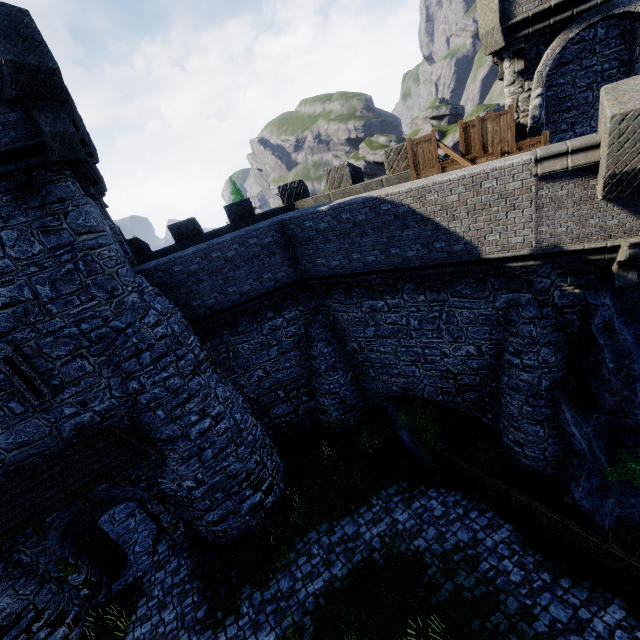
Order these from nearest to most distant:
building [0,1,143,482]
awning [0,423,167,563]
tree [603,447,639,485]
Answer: tree [603,447,639,485] < building [0,1,143,482] < awning [0,423,167,563]

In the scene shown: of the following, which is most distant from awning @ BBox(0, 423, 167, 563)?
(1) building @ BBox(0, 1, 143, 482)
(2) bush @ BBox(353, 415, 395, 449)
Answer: (2) bush @ BBox(353, 415, 395, 449)

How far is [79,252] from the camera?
9.24m

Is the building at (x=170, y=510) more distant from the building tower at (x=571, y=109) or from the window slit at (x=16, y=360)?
the building tower at (x=571, y=109)

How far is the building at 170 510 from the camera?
11.2m

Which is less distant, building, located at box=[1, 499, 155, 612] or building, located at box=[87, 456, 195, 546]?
building, located at box=[1, 499, 155, 612]

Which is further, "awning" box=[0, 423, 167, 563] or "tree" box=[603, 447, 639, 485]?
"awning" box=[0, 423, 167, 563]

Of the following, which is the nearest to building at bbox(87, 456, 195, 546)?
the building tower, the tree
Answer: the building tower
